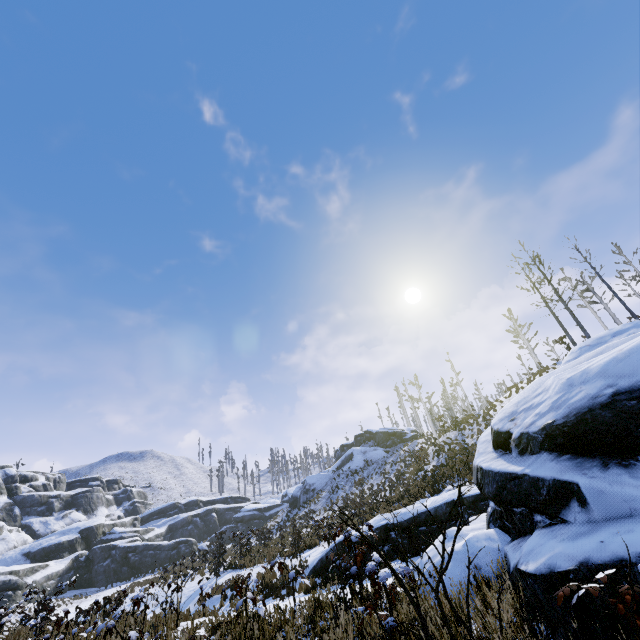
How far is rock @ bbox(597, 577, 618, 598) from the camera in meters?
2.4

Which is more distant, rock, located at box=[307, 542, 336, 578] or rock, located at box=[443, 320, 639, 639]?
rock, located at box=[307, 542, 336, 578]

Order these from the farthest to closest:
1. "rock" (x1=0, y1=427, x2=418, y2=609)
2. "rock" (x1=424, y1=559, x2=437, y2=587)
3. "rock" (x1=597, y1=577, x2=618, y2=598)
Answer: "rock" (x1=0, y1=427, x2=418, y2=609) < "rock" (x1=424, y1=559, x2=437, y2=587) < "rock" (x1=597, y1=577, x2=618, y2=598)

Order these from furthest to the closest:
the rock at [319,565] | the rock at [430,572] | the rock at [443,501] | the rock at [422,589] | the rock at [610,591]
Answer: the rock at [319,565], the rock at [443,501], the rock at [430,572], the rock at [422,589], the rock at [610,591]

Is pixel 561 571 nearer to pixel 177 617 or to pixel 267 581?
pixel 177 617

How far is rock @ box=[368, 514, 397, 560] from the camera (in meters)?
10.01

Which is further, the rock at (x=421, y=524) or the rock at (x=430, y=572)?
the rock at (x=421, y=524)

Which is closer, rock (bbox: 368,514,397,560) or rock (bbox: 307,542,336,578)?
rock (bbox: 368,514,397,560)
